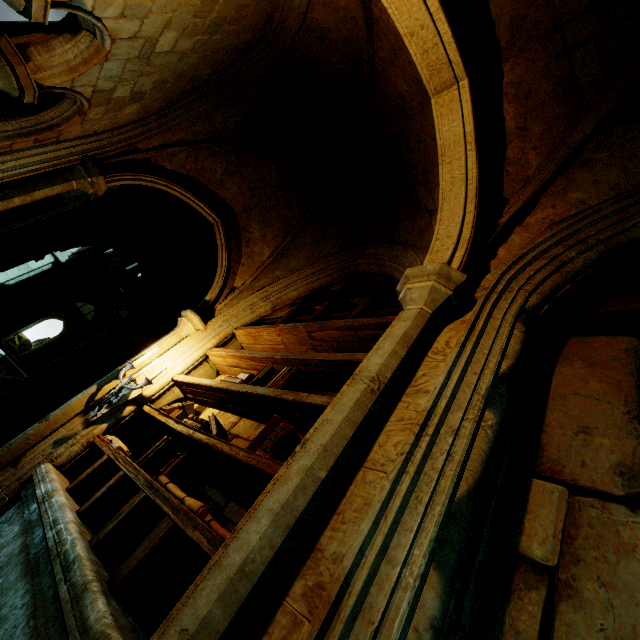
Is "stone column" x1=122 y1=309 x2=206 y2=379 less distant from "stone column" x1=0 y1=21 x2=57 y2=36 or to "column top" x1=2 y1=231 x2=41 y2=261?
"stone column" x1=0 y1=21 x2=57 y2=36

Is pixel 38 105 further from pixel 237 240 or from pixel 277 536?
pixel 277 536

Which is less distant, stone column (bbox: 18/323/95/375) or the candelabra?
the candelabra

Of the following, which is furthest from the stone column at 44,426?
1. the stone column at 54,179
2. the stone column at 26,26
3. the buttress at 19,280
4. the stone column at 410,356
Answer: the buttress at 19,280

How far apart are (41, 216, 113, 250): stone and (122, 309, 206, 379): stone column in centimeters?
426cm

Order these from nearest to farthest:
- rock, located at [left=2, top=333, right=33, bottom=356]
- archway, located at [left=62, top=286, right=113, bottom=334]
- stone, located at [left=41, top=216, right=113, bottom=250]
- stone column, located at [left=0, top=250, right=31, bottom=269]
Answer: stone column, located at [left=0, top=250, right=31, bottom=269] → stone, located at [left=41, top=216, right=113, bottom=250] → archway, located at [left=62, top=286, right=113, bottom=334] → rock, located at [left=2, top=333, right=33, bottom=356]

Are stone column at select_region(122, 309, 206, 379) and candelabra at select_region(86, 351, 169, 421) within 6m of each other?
yes

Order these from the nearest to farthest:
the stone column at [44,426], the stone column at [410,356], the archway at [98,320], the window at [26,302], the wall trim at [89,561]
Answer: the stone column at [410,356], the wall trim at [89,561], the stone column at [44,426], the window at [26,302], the archway at [98,320]
